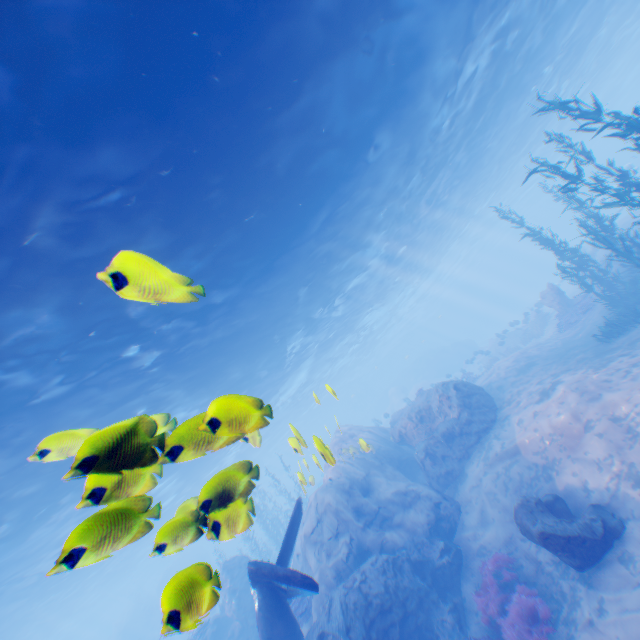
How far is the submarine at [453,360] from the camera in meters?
48.4

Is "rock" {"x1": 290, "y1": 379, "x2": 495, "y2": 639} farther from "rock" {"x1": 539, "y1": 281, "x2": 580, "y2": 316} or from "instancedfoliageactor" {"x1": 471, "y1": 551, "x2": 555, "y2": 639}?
"rock" {"x1": 539, "y1": 281, "x2": 580, "y2": 316}

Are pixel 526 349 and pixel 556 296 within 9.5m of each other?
yes

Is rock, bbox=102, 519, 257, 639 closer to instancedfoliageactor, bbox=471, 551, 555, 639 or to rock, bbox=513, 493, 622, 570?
instancedfoliageactor, bbox=471, 551, 555, 639

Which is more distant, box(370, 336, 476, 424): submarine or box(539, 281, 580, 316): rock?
box(370, 336, 476, 424): submarine

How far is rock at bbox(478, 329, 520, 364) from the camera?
28.8 meters

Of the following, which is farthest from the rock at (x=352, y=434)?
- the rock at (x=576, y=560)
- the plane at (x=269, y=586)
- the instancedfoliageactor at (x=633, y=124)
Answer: the instancedfoliageactor at (x=633, y=124)

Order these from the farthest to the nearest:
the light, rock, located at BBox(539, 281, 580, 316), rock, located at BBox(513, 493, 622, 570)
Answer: rock, located at BBox(539, 281, 580, 316) → rock, located at BBox(513, 493, 622, 570) → the light
